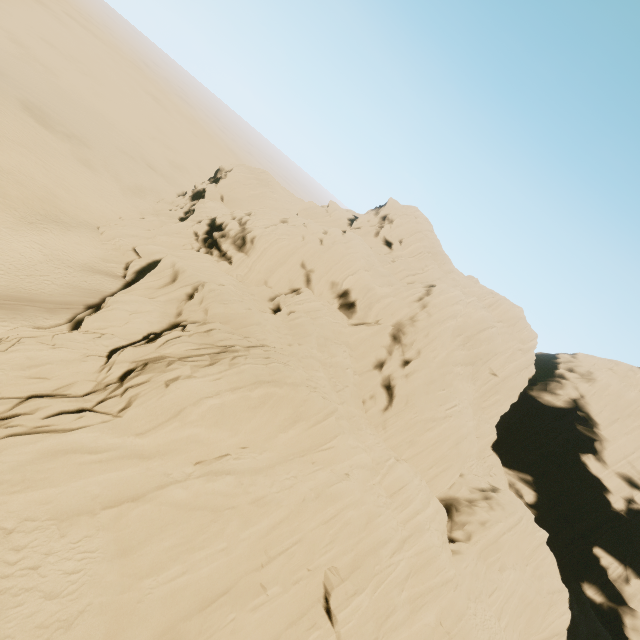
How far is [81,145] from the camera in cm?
4850
